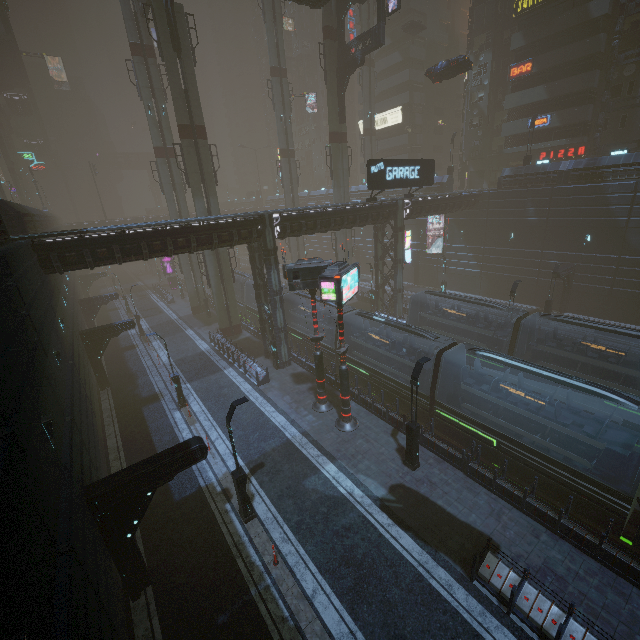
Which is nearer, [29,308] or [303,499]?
[29,308]

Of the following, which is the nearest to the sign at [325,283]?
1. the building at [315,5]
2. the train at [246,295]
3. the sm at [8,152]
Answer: the train at [246,295]

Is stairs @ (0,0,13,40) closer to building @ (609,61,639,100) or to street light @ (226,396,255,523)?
building @ (609,61,639,100)

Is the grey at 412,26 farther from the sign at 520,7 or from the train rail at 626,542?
the train rail at 626,542

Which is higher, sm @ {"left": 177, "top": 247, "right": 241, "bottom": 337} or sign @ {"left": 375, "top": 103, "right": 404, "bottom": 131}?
sign @ {"left": 375, "top": 103, "right": 404, "bottom": 131}

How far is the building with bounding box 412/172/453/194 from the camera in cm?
3956

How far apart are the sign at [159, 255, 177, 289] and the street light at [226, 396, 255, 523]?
47.97m

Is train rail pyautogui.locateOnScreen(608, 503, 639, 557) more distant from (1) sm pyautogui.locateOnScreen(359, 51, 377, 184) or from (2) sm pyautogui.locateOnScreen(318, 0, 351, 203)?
(1) sm pyautogui.locateOnScreen(359, 51, 377, 184)
